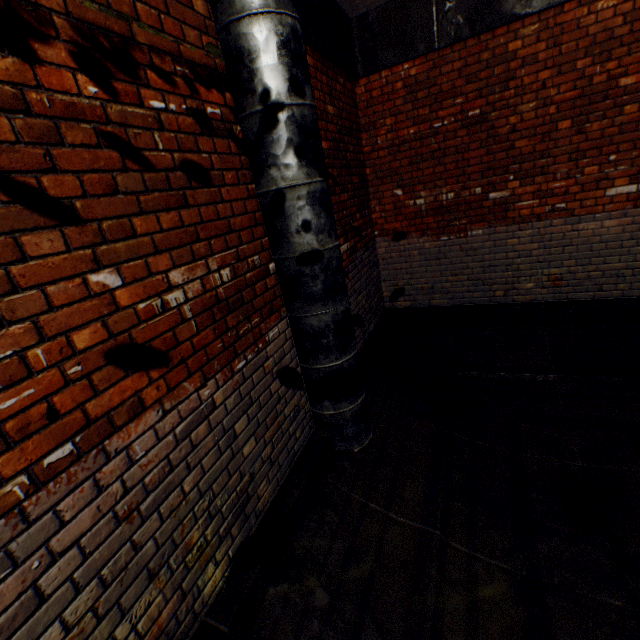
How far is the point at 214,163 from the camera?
2.1m
